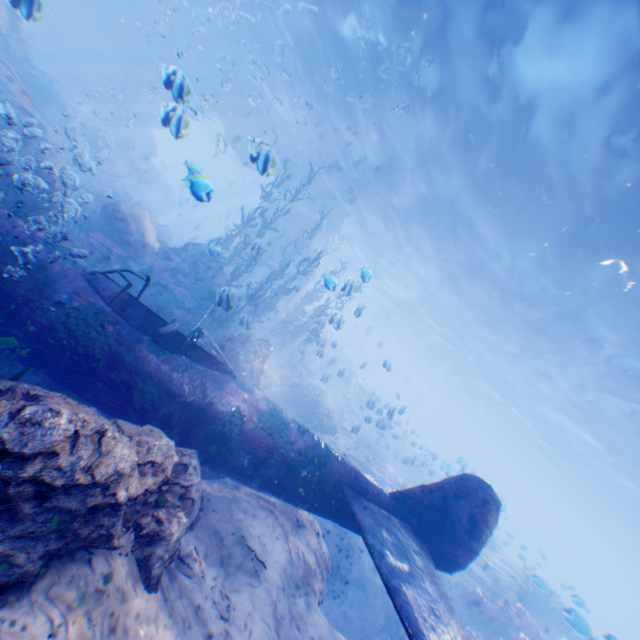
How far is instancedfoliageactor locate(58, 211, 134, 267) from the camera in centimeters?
817cm

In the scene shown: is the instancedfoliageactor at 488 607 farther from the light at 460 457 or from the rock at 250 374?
the light at 460 457

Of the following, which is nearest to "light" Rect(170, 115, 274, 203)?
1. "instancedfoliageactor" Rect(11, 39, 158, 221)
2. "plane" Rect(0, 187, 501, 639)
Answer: "instancedfoliageactor" Rect(11, 39, 158, 221)

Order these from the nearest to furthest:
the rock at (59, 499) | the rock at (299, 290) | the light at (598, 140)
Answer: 1. the rock at (59, 499)
2. the light at (598, 140)
3. the rock at (299, 290)

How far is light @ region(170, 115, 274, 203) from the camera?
6.16m

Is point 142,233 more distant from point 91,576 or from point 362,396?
point 362,396

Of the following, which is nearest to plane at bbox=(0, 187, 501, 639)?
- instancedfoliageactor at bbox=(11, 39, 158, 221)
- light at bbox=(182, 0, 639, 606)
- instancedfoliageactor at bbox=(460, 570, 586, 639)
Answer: instancedfoliageactor at bbox=(11, 39, 158, 221)

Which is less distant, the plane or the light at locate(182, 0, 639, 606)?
the plane
